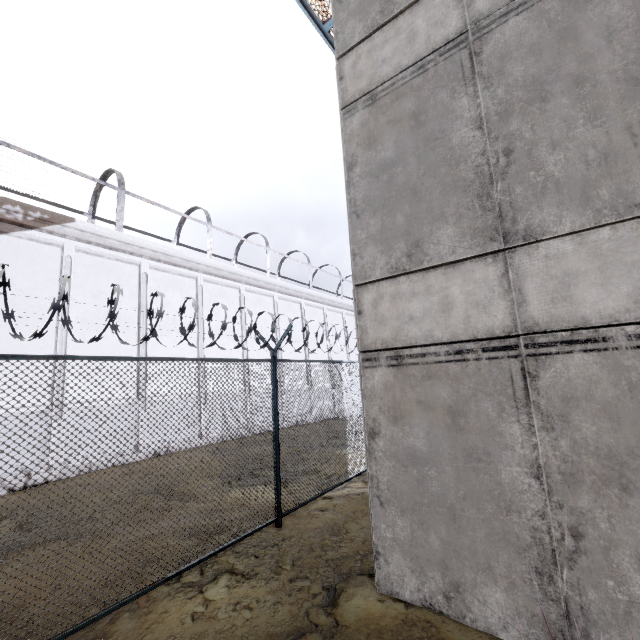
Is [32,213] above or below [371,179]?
above
